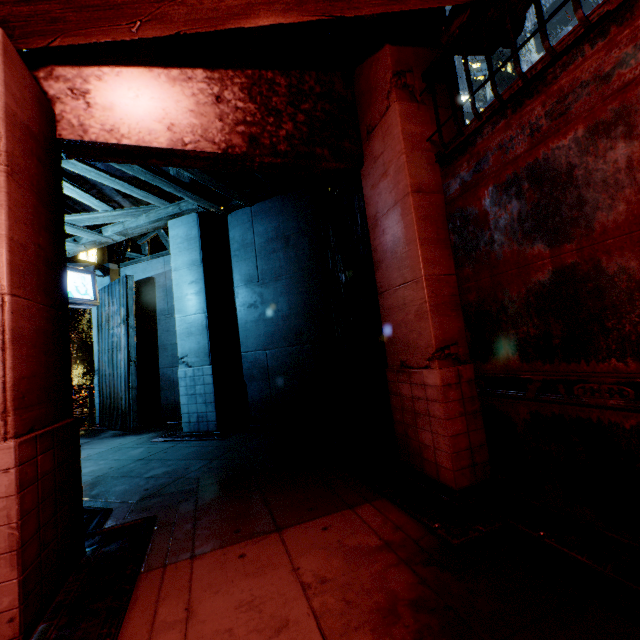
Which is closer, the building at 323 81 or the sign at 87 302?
the building at 323 81

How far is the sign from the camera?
9.6m

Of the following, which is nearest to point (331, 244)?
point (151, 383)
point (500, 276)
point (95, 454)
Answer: point (500, 276)

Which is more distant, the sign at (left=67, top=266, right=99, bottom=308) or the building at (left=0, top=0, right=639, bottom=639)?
the sign at (left=67, top=266, right=99, bottom=308)

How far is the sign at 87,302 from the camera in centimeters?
962cm
